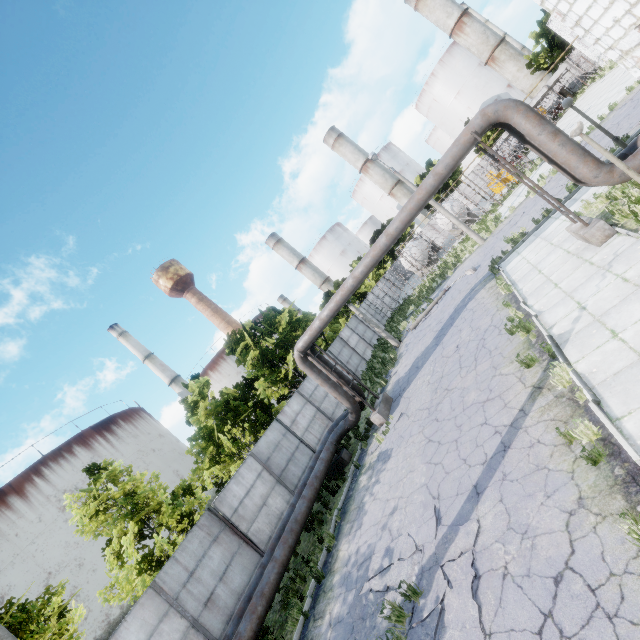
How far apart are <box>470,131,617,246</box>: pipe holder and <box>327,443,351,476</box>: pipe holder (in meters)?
12.16

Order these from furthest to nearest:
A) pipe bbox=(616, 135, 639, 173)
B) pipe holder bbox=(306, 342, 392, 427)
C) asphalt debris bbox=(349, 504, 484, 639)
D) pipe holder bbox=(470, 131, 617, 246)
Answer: pipe holder bbox=(306, 342, 392, 427) < pipe holder bbox=(470, 131, 617, 246) < pipe bbox=(616, 135, 639, 173) < asphalt debris bbox=(349, 504, 484, 639)

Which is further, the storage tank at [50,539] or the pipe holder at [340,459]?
the storage tank at [50,539]

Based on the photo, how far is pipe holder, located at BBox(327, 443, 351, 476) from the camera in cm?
1462

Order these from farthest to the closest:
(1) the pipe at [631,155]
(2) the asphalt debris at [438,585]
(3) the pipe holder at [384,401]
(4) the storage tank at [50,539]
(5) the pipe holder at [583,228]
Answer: (4) the storage tank at [50,539] < (3) the pipe holder at [384,401] < (5) the pipe holder at [583,228] < (1) the pipe at [631,155] < (2) the asphalt debris at [438,585]

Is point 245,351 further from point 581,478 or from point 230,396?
point 581,478

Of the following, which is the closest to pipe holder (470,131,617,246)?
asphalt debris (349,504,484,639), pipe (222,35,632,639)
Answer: pipe (222,35,632,639)

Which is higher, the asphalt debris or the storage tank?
the storage tank
